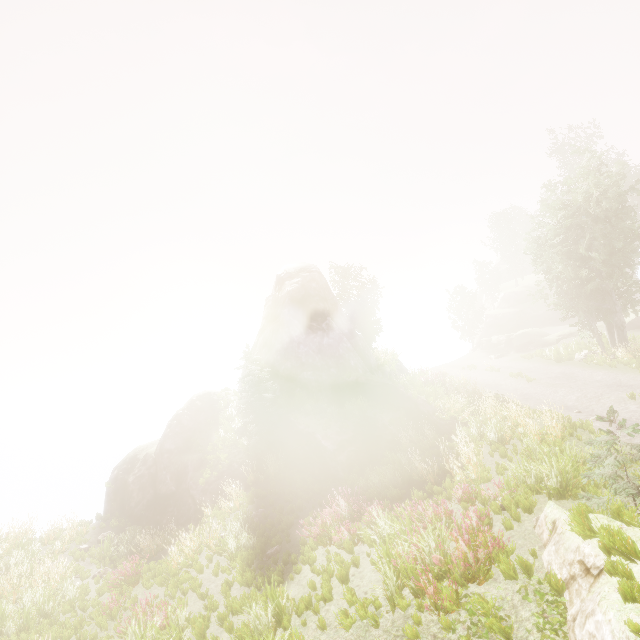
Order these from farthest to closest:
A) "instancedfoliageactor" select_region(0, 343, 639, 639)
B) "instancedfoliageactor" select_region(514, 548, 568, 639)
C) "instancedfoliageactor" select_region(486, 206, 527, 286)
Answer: "instancedfoliageactor" select_region(486, 206, 527, 286) < "instancedfoliageactor" select_region(0, 343, 639, 639) < "instancedfoliageactor" select_region(514, 548, 568, 639)

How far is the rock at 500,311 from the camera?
33.2m

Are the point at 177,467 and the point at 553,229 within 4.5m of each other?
no

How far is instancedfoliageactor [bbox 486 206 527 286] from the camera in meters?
51.7

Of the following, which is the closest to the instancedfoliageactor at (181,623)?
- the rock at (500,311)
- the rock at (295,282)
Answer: the rock at (295,282)

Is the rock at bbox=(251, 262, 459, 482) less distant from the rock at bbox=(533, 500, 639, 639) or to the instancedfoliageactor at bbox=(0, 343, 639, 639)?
the instancedfoliageactor at bbox=(0, 343, 639, 639)
